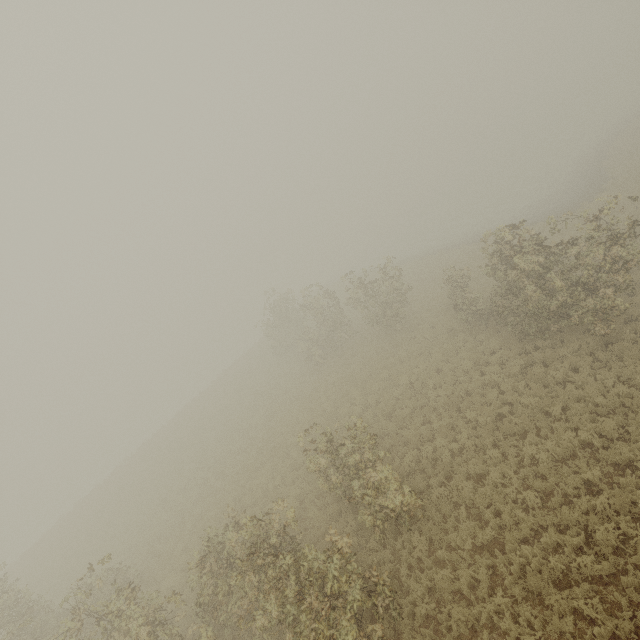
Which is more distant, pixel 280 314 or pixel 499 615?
pixel 280 314
